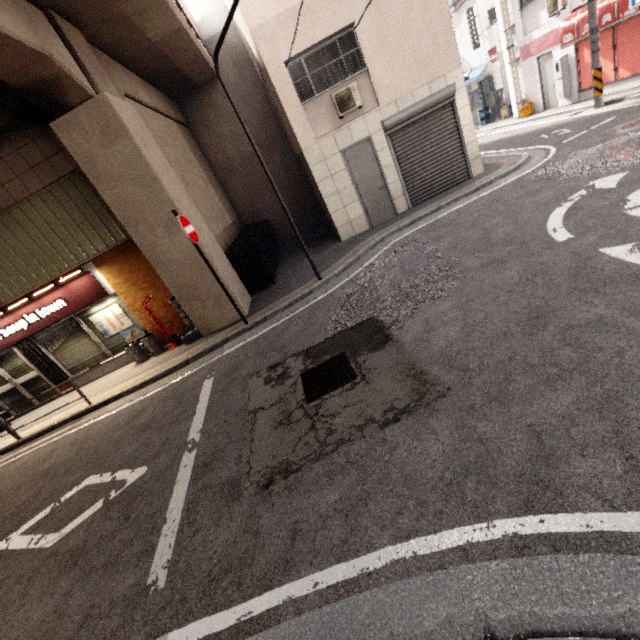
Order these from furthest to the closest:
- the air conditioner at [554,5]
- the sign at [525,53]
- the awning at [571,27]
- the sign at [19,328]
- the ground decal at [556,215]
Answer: the sign at [525,53], the air conditioner at [554,5], the awning at [571,27], the sign at [19,328], the ground decal at [556,215]

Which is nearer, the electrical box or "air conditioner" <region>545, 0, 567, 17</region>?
"air conditioner" <region>545, 0, 567, 17</region>

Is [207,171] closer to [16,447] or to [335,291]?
[335,291]

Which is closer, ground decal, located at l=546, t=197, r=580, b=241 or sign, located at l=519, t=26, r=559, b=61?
ground decal, located at l=546, t=197, r=580, b=241

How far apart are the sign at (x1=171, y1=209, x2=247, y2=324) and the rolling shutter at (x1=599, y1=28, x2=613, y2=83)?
14.2 meters

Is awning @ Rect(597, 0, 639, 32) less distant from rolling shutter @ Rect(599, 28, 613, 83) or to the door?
rolling shutter @ Rect(599, 28, 613, 83)

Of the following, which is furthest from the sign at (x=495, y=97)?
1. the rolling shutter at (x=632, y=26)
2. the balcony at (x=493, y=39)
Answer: the rolling shutter at (x=632, y=26)

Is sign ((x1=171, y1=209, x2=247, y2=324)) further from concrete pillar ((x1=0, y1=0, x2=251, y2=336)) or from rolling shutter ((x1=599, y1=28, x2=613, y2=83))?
rolling shutter ((x1=599, y1=28, x2=613, y2=83))
